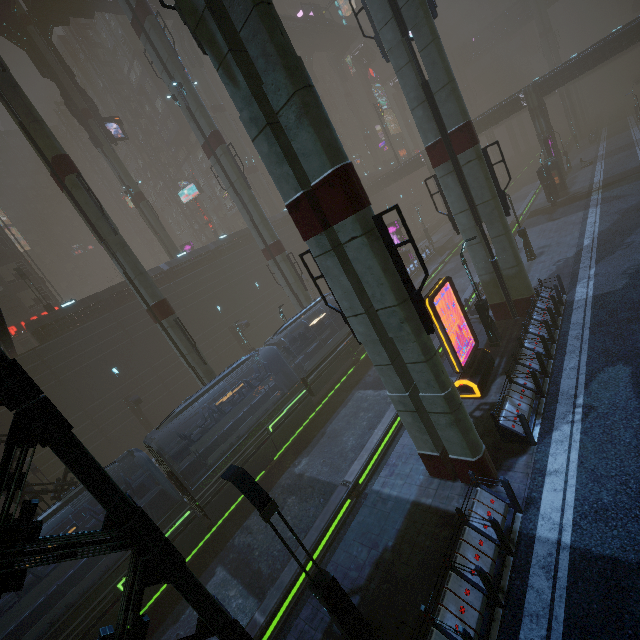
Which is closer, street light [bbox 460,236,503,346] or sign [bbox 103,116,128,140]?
street light [bbox 460,236,503,346]

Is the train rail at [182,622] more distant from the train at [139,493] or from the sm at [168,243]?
the sm at [168,243]

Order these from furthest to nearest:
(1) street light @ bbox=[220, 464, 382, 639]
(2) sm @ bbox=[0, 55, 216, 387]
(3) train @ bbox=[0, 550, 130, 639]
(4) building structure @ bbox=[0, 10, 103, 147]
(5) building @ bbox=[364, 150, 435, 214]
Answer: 1. (5) building @ bbox=[364, 150, 435, 214]
2. (4) building structure @ bbox=[0, 10, 103, 147]
3. (2) sm @ bbox=[0, 55, 216, 387]
4. (3) train @ bbox=[0, 550, 130, 639]
5. (1) street light @ bbox=[220, 464, 382, 639]

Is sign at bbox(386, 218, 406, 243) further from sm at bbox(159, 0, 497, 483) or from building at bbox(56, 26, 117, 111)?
sm at bbox(159, 0, 497, 483)

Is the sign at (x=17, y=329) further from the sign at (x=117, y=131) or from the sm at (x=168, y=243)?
the sign at (x=117, y=131)

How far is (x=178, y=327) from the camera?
19.5m

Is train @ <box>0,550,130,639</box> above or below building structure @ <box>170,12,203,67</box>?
below

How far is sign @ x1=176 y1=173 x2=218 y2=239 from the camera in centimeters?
4681cm
